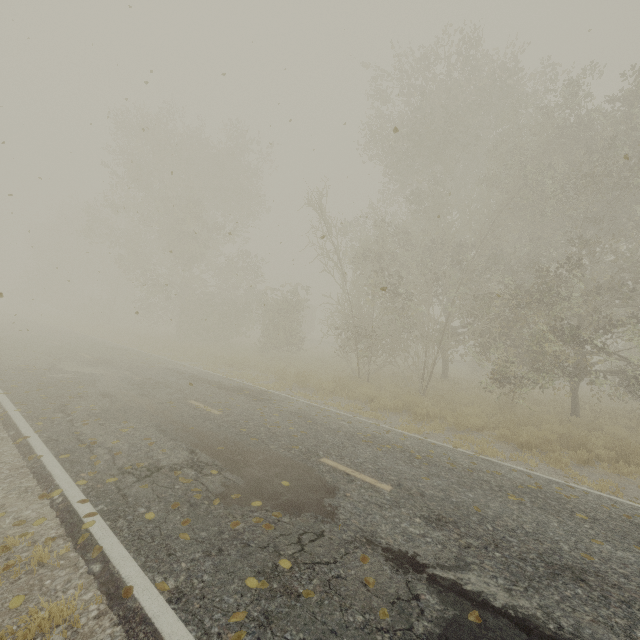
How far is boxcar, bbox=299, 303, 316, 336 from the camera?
43.4 meters

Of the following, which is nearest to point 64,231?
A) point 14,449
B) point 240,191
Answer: point 240,191

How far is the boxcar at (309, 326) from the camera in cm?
4338
